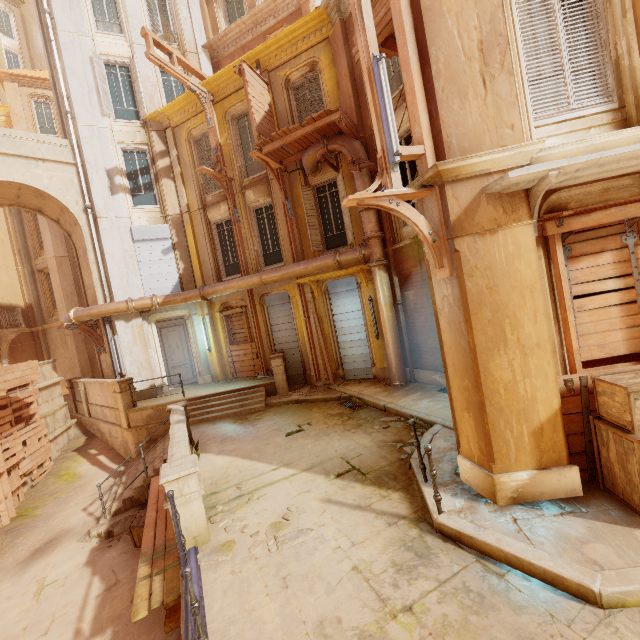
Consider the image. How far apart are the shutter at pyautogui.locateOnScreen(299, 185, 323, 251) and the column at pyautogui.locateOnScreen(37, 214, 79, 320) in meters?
16.7

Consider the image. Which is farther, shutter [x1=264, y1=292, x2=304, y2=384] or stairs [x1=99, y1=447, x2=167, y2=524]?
shutter [x1=264, y1=292, x2=304, y2=384]

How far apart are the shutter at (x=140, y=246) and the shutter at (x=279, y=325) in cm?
397

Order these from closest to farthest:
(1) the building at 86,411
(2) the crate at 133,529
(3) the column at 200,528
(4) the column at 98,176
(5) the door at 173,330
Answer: (3) the column at 200,528 → (2) the crate at 133,529 → (1) the building at 86,411 → (4) the column at 98,176 → (5) the door at 173,330

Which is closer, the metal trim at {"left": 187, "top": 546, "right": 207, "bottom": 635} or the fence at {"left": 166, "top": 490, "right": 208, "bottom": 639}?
the fence at {"left": 166, "top": 490, "right": 208, "bottom": 639}

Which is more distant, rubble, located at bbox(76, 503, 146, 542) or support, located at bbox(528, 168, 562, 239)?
rubble, located at bbox(76, 503, 146, 542)

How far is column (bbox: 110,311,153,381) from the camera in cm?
1352

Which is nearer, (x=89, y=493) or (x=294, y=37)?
(x=89, y=493)
